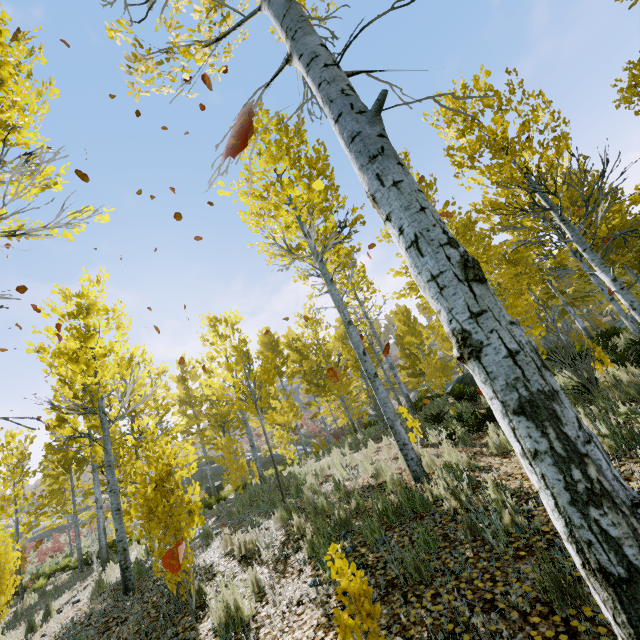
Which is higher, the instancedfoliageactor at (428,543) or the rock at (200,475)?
the rock at (200,475)

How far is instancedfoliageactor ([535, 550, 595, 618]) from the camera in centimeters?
224cm

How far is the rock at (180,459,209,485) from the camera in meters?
32.5 m

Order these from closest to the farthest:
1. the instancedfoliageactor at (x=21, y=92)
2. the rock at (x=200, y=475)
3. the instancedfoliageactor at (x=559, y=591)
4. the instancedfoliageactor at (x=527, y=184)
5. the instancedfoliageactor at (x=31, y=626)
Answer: the instancedfoliageactor at (x=527, y=184) < the instancedfoliageactor at (x=559, y=591) < the instancedfoliageactor at (x=21, y=92) < the instancedfoliageactor at (x=31, y=626) < the rock at (x=200, y=475)

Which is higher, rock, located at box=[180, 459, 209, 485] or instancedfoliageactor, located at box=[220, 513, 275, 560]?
rock, located at box=[180, 459, 209, 485]

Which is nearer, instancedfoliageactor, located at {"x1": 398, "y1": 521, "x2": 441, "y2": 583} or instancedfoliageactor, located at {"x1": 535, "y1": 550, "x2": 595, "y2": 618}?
instancedfoliageactor, located at {"x1": 535, "y1": 550, "x2": 595, "y2": 618}

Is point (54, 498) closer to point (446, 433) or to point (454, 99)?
point (446, 433)
